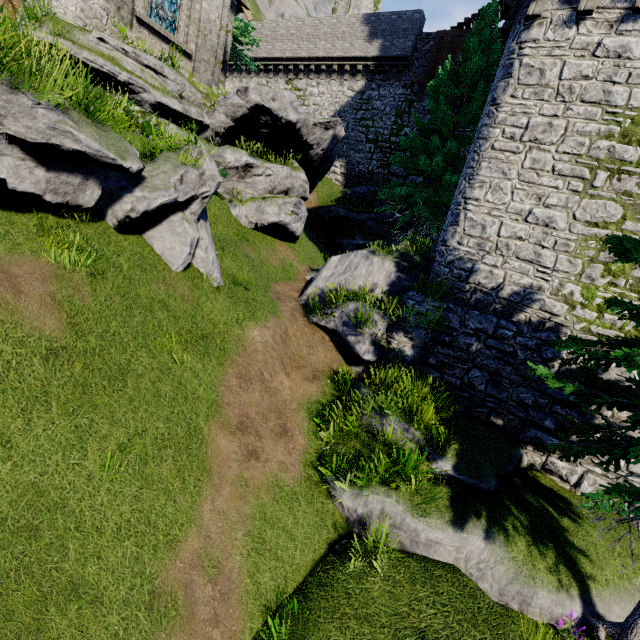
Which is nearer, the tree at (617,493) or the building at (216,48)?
the tree at (617,493)

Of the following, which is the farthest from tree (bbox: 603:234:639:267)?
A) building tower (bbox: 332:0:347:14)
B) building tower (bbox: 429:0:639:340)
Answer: building tower (bbox: 332:0:347:14)

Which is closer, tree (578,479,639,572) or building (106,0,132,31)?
tree (578,479,639,572)

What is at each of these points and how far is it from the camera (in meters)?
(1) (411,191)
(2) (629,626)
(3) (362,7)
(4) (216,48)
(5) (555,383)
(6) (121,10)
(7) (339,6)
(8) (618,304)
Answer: (1) tree, 15.48
(2) tree, 5.02
(3) building tower, 43.81
(4) building, 14.69
(5) tree, 5.54
(6) building, 11.36
(7) building tower, 45.31
(8) tree, 5.94

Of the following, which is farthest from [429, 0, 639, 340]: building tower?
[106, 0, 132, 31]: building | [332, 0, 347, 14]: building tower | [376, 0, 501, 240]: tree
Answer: [332, 0, 347, 14]: building tower

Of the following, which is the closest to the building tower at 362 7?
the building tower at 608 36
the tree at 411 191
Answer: the tree at 411 191

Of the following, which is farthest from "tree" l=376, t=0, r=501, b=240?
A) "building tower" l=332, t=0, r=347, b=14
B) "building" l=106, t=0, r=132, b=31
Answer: "building tower" l=332, t=0, r=347, b=14

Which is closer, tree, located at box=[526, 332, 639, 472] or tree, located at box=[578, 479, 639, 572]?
tree, located at box=[578, 479, 639, 572]
